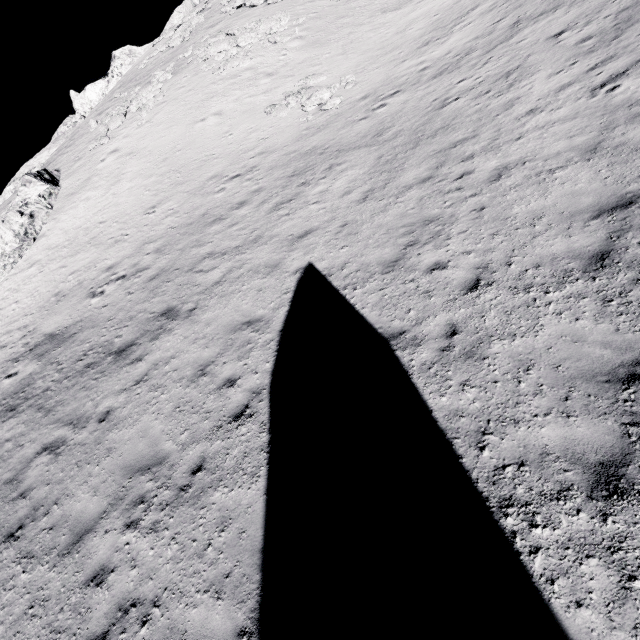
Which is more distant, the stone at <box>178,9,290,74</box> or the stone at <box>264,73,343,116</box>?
the stone at <box>178,9,290,74</box>

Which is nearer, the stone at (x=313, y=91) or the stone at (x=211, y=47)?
the stone at (x=313, y=91)

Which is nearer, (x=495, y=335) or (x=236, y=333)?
(x=495, y=335)

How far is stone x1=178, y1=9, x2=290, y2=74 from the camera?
24.11m

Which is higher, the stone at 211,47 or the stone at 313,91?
the stone at 211,47

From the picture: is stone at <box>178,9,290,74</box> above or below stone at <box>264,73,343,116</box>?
above

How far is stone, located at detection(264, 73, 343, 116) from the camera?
17.4m
